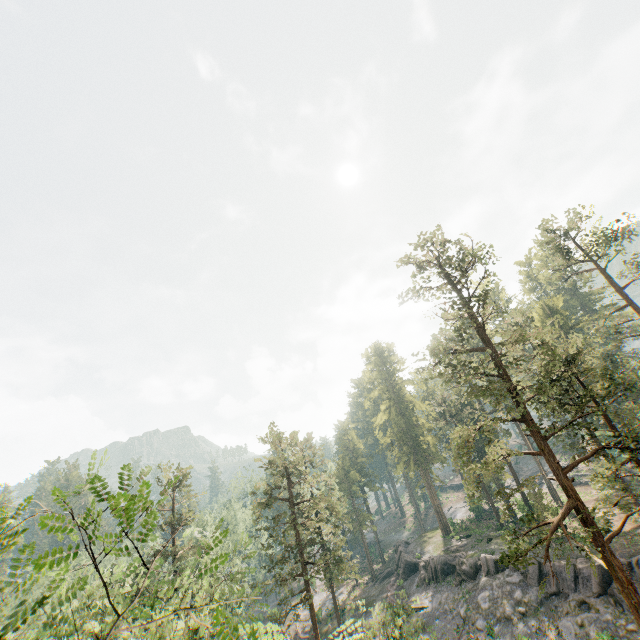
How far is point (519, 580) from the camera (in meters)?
30.92

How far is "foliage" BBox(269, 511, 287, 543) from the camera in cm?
2742

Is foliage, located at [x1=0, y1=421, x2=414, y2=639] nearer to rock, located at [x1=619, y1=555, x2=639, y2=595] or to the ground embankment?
rock, located at [x1=619, y1=555, x2=639, y2=595]

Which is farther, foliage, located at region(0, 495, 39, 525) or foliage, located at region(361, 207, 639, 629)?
foliage, located at region(361, 207, 639, 629)

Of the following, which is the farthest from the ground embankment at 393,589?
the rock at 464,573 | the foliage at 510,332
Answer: the foliage at 510,332

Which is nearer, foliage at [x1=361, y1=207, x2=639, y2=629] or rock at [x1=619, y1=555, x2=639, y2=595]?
foliage at [x1=361, y1=207, x2=639, y2=629]

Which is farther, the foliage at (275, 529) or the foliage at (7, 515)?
the foliage at (275, 529)
